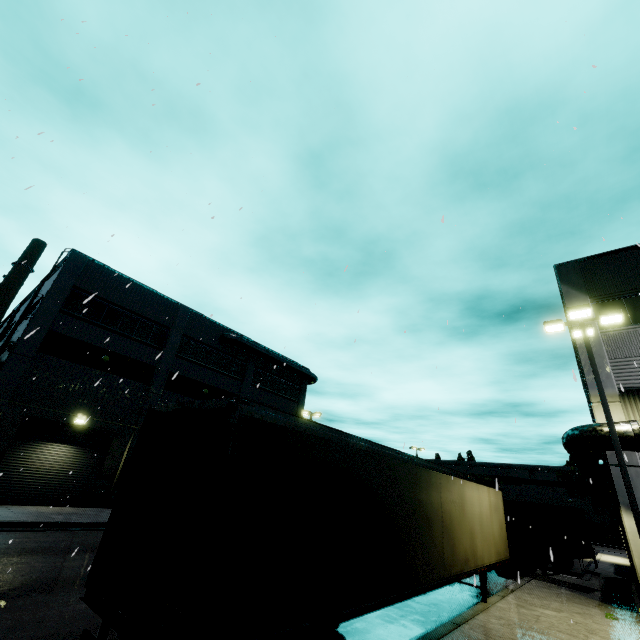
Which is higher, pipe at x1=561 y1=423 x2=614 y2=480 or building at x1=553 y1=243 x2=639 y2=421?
building at x1=553 y1=243 x2=639 y2=421

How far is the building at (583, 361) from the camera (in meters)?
13.80

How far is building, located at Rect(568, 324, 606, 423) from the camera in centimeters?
1380cm

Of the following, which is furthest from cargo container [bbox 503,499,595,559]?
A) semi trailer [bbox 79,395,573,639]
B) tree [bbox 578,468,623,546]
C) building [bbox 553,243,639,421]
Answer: tree [bbox 578,468,623,546]

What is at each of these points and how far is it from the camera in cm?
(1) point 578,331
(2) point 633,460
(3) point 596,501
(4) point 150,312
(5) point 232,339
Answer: (1) light, 1320
(2) building, 1253
(3) tree, 5241
(4) building, 2491
(5) vent duct, 2912

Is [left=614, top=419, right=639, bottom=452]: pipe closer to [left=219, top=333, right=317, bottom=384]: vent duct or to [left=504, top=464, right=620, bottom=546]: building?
[left=504, top=464, right=620, bottom=546]: building

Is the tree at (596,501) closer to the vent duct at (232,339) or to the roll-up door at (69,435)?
the roll-up door at (69,435)

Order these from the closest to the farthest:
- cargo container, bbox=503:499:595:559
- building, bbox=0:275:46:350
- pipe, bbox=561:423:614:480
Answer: pipe, bbox=561:423:614:480
cargo container, bbox=503:499:595:559
building, bbox=0:275:46:350
